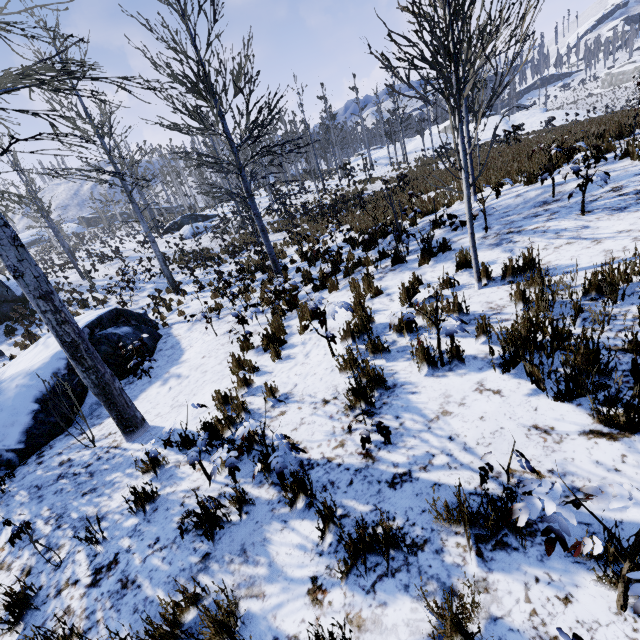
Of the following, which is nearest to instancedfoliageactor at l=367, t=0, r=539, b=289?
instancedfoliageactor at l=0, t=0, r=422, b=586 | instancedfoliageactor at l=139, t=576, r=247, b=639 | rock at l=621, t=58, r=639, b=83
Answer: instancedfoliageactor at l=139, t=576, r=247, b=639

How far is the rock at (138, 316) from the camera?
8.1m

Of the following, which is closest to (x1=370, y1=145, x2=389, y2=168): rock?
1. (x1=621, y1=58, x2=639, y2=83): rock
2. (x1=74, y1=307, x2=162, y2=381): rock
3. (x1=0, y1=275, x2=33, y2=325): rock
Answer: (x1=0, y1=275, x2=33, y2=325): rock

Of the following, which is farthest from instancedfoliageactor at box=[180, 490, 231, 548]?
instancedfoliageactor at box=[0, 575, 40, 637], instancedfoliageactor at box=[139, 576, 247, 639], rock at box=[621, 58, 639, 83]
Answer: rock at box=[621, 58, 639, 83]

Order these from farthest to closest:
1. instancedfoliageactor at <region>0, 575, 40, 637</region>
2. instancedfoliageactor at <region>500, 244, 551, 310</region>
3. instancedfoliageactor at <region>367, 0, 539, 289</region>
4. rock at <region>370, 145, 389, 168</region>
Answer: rock at <region>370, 145, 389, 168</region>, instancedfoliageactor at <region>500, 244, 551, 310</region>, instancedfoliageactor at <region>367, 0, 539, 289</region>, instancedfoliageactor at <region>0, 575, 40, 637</region>

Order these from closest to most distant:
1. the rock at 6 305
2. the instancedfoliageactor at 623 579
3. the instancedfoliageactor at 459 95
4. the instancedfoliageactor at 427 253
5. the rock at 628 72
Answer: the instancedfoliageactor at 623 579 → the instancedfoliageactor at 459 95 → the instancedfoliageactor at 427 253 → the rock at 6 305 → the rock at 628 72

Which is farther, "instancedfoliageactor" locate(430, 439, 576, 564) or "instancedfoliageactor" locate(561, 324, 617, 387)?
"instancedfoliageactor" locate(561, 324, 617, 387)

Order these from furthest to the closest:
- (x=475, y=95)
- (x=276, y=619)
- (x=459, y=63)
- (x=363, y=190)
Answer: (x=363, y=190) → (x=475, y=95) → (x=459, y=63) → (x=276, y=619)
